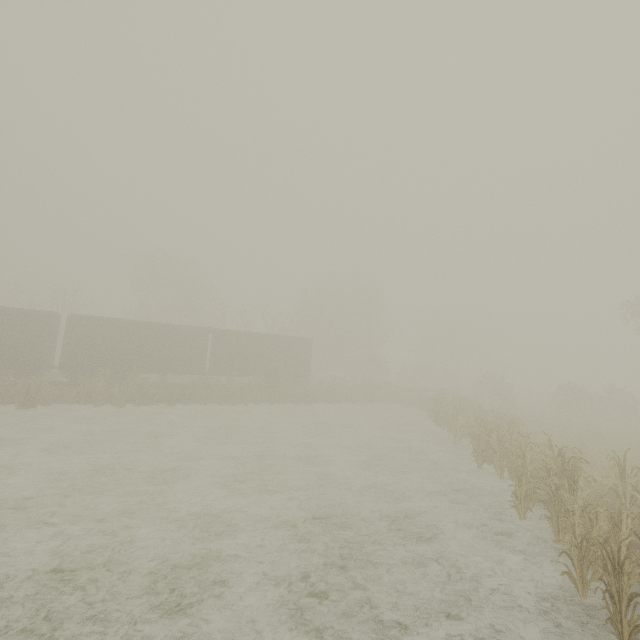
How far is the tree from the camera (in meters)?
52.44

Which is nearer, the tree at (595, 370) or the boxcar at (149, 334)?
the boxcar at (149, 334)

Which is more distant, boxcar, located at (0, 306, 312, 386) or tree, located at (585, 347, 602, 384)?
tree, located at (585, 347, 602, 384)

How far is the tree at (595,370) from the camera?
52.4m

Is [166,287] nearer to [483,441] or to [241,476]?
[241,476]
